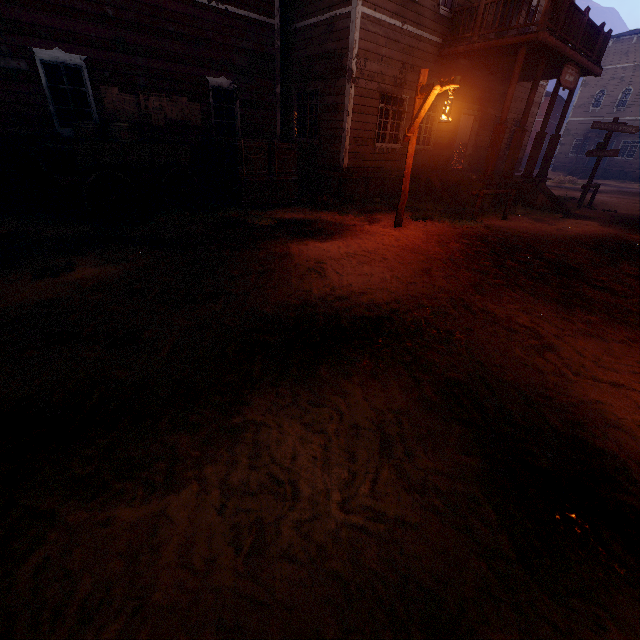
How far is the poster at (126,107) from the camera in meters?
8.2 m

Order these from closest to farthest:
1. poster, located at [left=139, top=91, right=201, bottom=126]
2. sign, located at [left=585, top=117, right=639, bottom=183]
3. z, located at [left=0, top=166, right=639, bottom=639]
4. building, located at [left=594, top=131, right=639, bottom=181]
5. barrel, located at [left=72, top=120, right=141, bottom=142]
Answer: z, located at [left=0, top=166, right=639, bottom=639]
barrel, located at [left=72, top=120, right=141, bottom=142]
poster, located at [left=139, top=91, right=201, bottom=126]
sign, located at [left=585, top=117, right=639, bottom=183]
building, located at [left=594, top=131, right=639, bottom=181]

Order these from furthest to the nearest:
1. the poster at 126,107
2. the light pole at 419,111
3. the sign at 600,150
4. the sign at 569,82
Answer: the sign at 600,150 → the sign at 569,82 → the poster at 126,107 → the light pole at 419,111

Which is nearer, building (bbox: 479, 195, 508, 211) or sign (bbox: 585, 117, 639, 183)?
building (bbox: 479, 195, 508, 211)

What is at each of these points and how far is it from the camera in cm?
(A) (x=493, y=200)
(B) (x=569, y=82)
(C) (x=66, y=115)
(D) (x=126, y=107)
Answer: (A) building, 1216
(B) sign, 1087
(C) wooden box, 812
(D) poster, 848

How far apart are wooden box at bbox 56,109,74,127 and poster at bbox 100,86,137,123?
0.54m

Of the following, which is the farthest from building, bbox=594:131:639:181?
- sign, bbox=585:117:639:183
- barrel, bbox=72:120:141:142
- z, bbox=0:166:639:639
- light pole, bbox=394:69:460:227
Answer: light pole, bbox=394:69:460:227

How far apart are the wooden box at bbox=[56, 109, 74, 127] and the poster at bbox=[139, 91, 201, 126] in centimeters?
136cm
